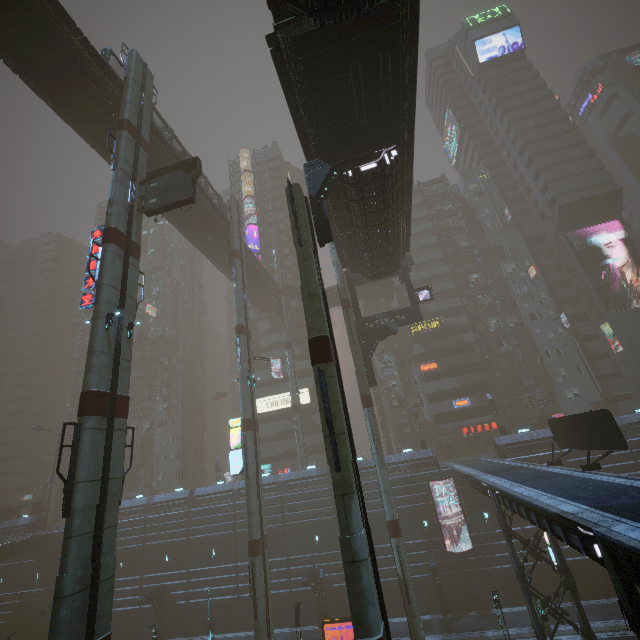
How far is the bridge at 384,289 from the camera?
49.23m

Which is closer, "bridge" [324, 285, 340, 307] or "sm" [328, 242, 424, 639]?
"sm" [328, 242, 424, 639]

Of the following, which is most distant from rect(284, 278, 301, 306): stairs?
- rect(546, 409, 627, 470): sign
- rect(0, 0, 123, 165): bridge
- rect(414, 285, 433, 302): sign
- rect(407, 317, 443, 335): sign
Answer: rect(546, 409, 627, 470): sign

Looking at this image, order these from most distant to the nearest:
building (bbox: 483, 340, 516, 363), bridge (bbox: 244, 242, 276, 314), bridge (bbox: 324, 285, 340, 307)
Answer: bridge (bbox: 324, 285, 340, 307), building (bbox: 483, 340, 516, 363), bridge (bbox: 244, 242, 276, 314)

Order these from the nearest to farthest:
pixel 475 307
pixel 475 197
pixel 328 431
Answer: pixel 328 431 → pixel 475 307 → pixel 475 197

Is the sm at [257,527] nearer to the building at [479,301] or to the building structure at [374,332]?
the building structure at [374,332]

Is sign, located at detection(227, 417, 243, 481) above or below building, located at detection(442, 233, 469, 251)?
below

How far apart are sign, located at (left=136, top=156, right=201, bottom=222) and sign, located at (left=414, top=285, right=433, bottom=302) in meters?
20.3 m
